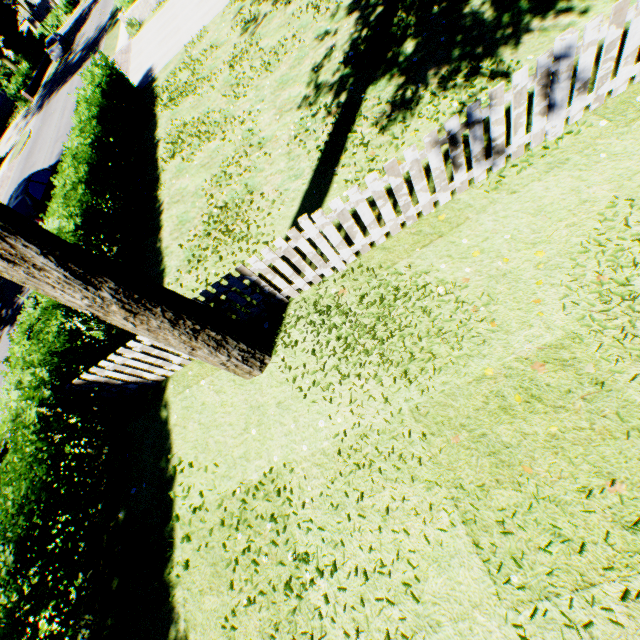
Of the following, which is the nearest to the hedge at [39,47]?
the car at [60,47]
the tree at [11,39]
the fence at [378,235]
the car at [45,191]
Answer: the tree at [11,39]

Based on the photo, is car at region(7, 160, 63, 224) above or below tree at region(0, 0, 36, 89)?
below

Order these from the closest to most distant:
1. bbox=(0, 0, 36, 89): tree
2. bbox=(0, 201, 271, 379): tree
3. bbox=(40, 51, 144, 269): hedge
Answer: bbox=(0, 201, 271, 379): tree, bbox=(40, 51, 144, 269): hedge, bbox=(0, 0, 36, 89): tree

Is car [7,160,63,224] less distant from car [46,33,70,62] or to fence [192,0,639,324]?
fence [192,0,639,324]

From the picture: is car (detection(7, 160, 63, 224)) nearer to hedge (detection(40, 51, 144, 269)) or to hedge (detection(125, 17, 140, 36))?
hedge (detection(40, 51, 144, 269))

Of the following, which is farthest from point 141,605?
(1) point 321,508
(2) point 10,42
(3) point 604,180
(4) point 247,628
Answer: (2) point 10,42

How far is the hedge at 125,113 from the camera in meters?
8.3 m

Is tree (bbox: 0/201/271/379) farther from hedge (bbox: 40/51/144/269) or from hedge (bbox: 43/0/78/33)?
hedge (bbox: 40/51/144/269)
